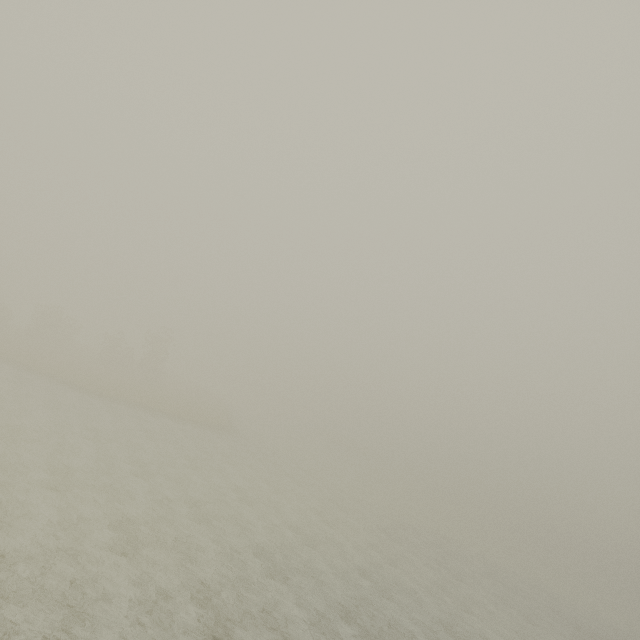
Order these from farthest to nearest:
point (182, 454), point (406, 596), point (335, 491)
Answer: point (335, 491) < point (182, 454) < point (406, 596)
